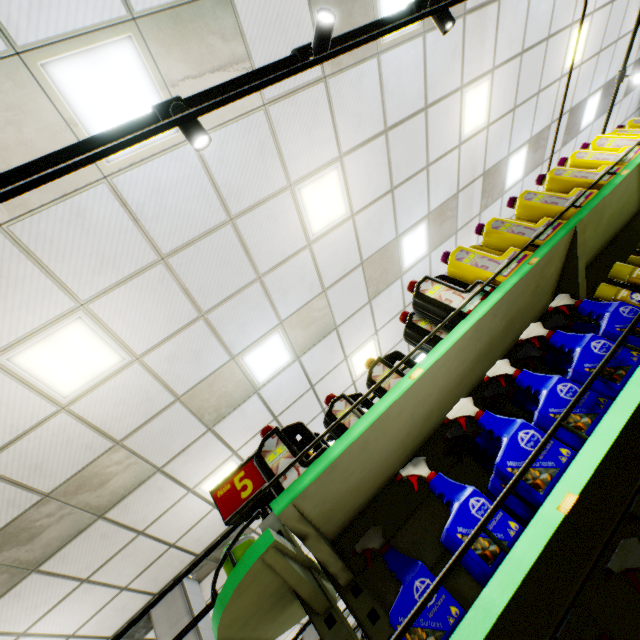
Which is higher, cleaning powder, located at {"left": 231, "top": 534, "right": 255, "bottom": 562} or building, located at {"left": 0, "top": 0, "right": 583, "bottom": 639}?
building, located at {"left": 0, "top": 0, "right": 583, "bottom": 639}

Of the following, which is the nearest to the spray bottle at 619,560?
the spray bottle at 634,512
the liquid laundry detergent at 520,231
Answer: the spray bottle at 634,512

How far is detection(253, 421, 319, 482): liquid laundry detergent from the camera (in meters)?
1.47

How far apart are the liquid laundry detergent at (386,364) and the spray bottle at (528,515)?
0.38m

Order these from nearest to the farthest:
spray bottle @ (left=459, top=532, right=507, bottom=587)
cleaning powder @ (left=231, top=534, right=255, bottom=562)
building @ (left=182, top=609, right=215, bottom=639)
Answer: spray bottle @ (left=459, top=532, right=507, bottom=587)
cleaning powder @ (left=231, top=534, right=255, bottom=562)
building @ (left=182, top=609, right=215, bottom=639)

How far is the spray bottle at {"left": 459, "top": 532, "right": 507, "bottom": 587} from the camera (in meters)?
0.95

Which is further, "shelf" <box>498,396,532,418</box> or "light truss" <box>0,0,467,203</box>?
"shelf" <box>498,396,532,418</box>

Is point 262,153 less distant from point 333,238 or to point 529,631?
point 333,238
